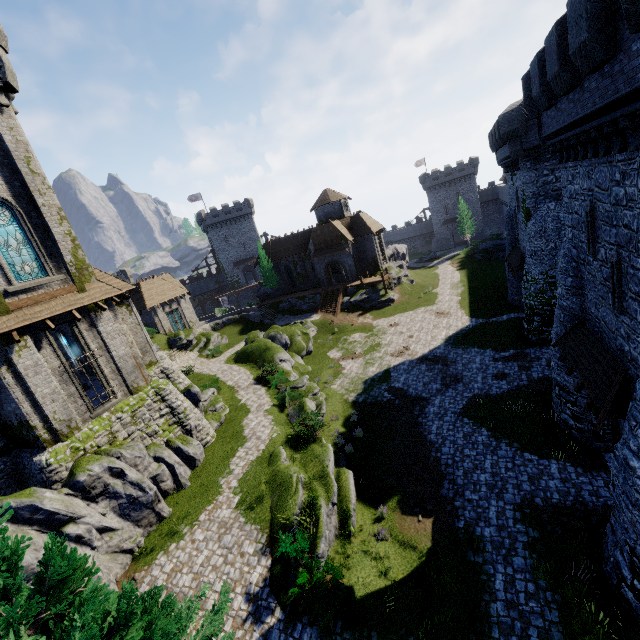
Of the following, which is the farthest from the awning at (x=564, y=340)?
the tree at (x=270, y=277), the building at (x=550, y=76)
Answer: the tree at (x=270, y=277)

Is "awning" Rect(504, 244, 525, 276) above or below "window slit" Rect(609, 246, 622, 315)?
below

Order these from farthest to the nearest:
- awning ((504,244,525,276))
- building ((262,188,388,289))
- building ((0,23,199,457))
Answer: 1. building ((262,188,388,289))
2. awning ((504,244,525,276))
3. building ((0,23,199,457))

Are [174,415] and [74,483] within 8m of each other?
yes

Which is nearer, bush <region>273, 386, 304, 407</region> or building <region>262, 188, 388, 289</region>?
bush <region>273, 386, 304, 407</region>

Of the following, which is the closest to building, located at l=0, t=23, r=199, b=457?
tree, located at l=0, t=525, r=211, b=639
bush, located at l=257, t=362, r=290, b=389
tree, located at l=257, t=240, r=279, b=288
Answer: bush, located at l=257, t=362, r=290, b=389

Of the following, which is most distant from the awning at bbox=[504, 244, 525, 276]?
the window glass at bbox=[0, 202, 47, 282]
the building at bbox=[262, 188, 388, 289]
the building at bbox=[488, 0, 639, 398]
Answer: the window glass at bbox=[0, 202, 47, 282]

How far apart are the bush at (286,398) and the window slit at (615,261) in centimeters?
1778cm
